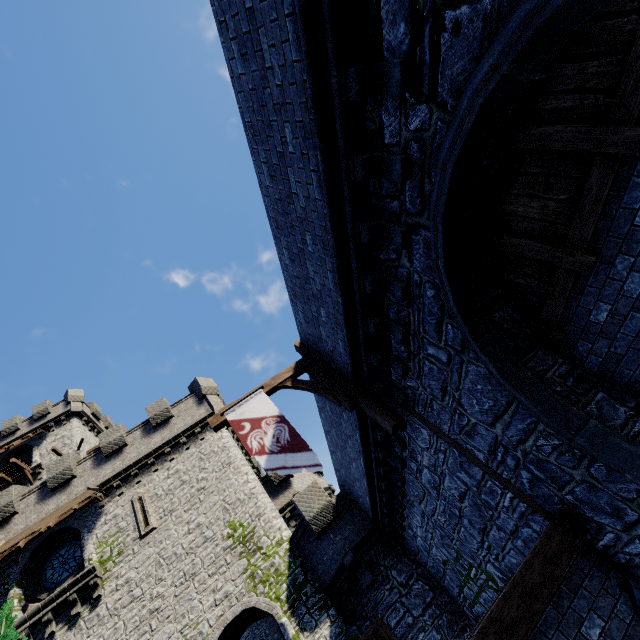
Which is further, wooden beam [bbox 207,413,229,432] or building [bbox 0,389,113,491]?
building [bbox 0,389,113,491]

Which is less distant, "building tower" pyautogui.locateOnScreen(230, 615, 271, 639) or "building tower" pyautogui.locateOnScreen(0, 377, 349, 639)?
"building tower" pyautogui.locateOnScreen(0, 377, 349, 639)

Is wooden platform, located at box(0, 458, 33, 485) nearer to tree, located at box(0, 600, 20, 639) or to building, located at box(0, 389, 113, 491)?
building, located at box(0, 389, 113, 491)

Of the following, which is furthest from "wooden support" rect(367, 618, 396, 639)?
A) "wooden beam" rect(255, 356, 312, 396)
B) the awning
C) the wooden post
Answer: the awning

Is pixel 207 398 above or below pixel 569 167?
above

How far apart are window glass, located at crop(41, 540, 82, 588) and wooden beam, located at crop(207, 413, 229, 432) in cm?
1583

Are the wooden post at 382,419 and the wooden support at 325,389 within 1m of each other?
yes

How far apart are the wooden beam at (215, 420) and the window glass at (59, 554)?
15.8 meters
